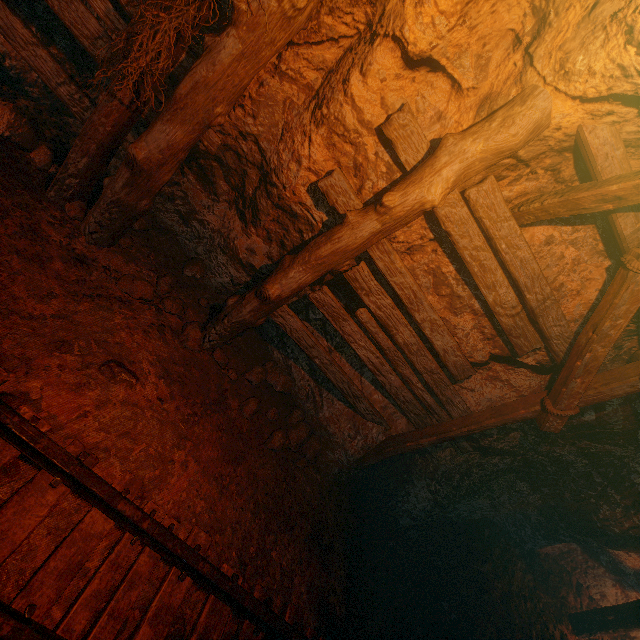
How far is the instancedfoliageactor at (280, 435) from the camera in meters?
3.9

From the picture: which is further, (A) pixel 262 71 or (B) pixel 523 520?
(B) pixel 523 520

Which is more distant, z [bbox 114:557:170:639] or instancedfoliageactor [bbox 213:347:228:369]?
instancedfoliageactor [bbox 213:347:228:369]

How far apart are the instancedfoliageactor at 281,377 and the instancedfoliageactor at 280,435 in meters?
0.2

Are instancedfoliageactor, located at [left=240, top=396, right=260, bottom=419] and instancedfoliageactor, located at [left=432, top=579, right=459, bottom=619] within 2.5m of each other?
no

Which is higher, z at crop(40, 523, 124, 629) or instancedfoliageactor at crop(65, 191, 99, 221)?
instancedfoliageactor at crop(65, 191, 99, 221)

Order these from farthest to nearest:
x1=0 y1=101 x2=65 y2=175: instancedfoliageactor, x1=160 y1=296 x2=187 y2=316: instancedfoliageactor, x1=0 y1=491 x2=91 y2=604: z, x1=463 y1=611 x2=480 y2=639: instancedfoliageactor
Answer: x1=463 y1=611 x2=480 y2=639: instancedfoliageactor → x1=160 y1=296 x2=187 y2=316: instancedfoliageactor → x1=0 y1=101 x2=65 y2=175: instancedfoliageactor → x1=0 y1=491 x2=91 y2=604: z

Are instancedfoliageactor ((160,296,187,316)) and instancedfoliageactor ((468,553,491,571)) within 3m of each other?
no
